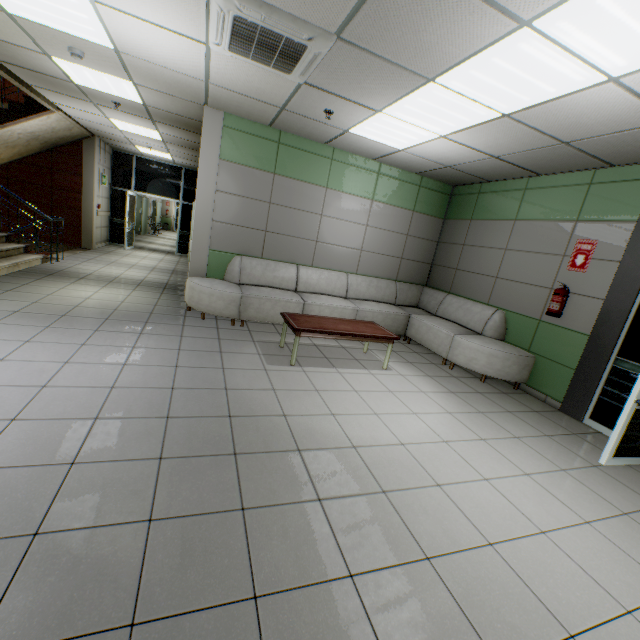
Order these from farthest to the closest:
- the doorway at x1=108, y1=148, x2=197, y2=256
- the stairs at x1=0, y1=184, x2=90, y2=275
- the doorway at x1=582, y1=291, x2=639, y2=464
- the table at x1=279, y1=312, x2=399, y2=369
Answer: the doorway at x1=108, y1=148, x2=197, y2=256, the stairs at x1=0, y1=184, x2=90, y2=275, the table at x1=279, y1=312, x2=399, y2=369, the doorway at x1=582, y1=291, x2=639, y2=464

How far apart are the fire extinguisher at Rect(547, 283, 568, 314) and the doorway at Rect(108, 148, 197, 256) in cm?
1192

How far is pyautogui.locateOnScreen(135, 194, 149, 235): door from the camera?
17.2 meters

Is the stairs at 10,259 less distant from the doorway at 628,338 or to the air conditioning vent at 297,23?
the air conditioning vent at 297,23

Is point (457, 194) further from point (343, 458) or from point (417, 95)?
point (343, 458)

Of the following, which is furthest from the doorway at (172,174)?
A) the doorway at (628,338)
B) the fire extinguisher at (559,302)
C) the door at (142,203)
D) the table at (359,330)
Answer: the doorway at (628,338)

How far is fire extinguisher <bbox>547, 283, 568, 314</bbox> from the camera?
4.48m

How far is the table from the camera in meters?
4.1 m
